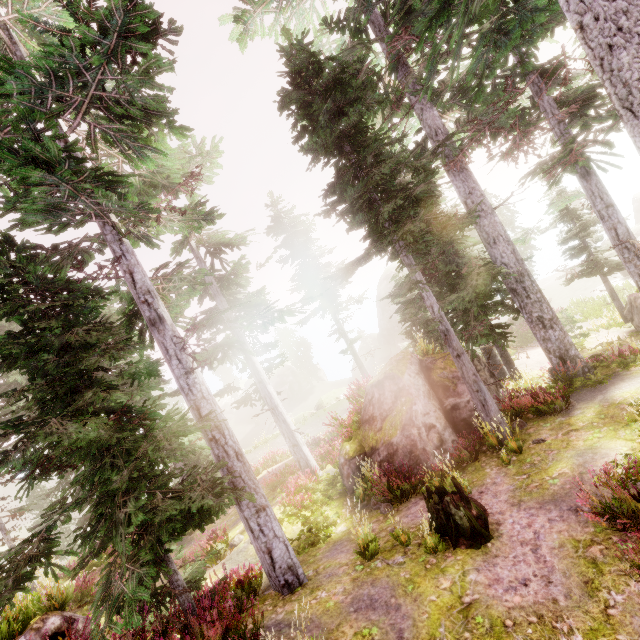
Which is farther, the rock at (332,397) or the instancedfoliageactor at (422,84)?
the rock at (332,397)

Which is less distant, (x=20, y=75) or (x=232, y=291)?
(x=20, y=75)

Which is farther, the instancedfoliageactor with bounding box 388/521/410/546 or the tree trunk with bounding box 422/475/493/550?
the instancedfoliageactor with bounding box 388/521/410/546

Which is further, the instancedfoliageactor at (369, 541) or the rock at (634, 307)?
the rock at (634, 307)

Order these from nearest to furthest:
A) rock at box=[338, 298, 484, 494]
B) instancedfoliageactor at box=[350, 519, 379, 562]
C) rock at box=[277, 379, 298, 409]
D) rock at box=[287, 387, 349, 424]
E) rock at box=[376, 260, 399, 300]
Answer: instancedfoliageactor at box=[350, 519, 379, 562], rock at box=[338, 298, 484, 494], rock at box=[287, 387, 349, 424], rock at box=[376, 260, 399, 300], rock at box=[277, 379, 298, 409]

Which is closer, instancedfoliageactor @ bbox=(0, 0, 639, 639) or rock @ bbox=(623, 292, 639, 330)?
instancedfoliageactor @ bbox=(0, 0, 639, 639)

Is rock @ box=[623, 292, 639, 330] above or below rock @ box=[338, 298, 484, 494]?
below

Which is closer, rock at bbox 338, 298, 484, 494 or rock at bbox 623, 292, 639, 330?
rock at bbox 338, 298, 484, 494
